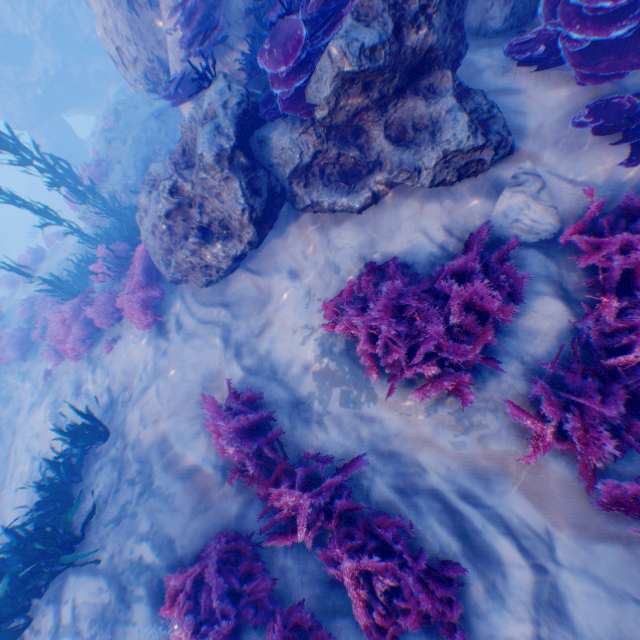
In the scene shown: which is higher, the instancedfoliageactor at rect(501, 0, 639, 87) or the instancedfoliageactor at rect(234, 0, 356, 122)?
the instancedfoliageactor at rect(234, 0, 356, 122)

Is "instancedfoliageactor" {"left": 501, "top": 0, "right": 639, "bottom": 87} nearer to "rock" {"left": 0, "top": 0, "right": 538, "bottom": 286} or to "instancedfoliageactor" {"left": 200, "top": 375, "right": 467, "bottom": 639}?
"rock" {"left": 0, "top": 0, "right": 538, "bottom": 286}

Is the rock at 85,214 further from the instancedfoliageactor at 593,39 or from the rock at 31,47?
the instancedfoliageactor at 593,39

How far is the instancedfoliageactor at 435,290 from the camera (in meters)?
3.70

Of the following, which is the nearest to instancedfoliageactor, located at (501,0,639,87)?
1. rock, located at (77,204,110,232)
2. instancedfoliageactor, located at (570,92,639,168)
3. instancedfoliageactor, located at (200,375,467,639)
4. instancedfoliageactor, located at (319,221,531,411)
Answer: instancedfoliageactor, located at (570,92,639,168)

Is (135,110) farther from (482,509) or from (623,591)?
(623,591)

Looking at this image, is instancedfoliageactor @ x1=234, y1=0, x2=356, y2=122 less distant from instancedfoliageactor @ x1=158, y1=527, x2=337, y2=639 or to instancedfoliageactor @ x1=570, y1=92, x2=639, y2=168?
instancedfoliageactor @ x1=570, y1=92, x2=639, y2=168

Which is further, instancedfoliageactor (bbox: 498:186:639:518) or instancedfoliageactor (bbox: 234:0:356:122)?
instancedfoliageactor (bbox: 234:0:356:122)
